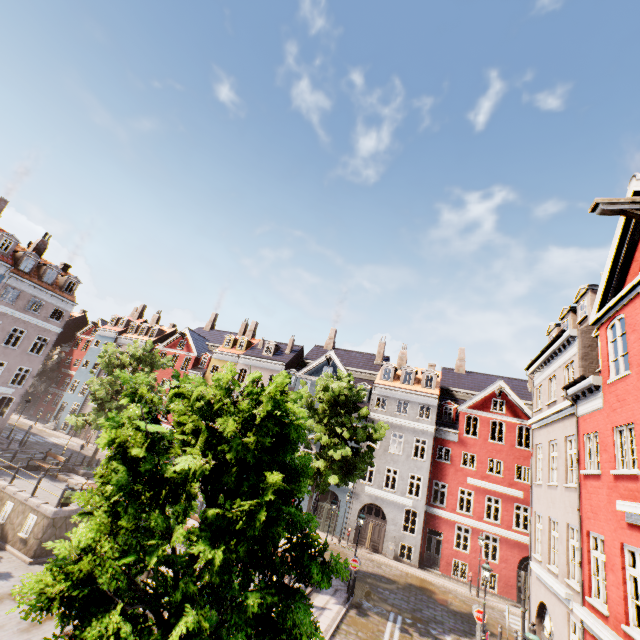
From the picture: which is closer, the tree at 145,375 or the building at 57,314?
the tree at 145,375

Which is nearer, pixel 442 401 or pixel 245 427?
pixel 245 427

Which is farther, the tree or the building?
the building
